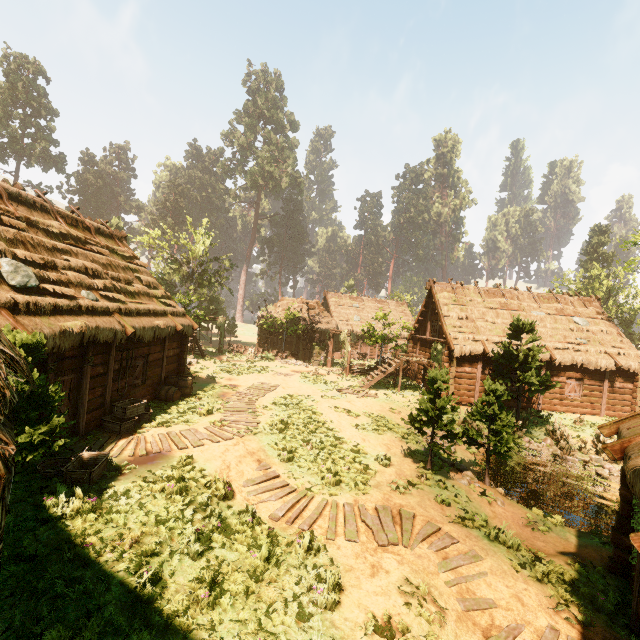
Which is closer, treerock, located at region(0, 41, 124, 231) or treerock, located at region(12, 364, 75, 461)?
treerock, located at region(12, 364, 75, 461)

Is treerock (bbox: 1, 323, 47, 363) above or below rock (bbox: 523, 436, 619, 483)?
above

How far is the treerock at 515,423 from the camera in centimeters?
1096cm

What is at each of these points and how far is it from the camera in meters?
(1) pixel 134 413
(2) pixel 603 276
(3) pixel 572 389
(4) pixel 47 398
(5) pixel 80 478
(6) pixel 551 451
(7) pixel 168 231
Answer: (1) basket, 11.1
(2) treerock, 39.8
(3) bp, 19.9
(4) treerock, 6.4
(5) basket, 7.4
(6) rock, 15.8
(7) treerock, 35.0

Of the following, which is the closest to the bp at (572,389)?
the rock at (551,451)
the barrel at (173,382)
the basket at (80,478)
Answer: the rock at (551,451)

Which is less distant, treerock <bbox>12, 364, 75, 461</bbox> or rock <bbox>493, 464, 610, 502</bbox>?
treerock <bbox>12, 364, 75, 461</bbox>

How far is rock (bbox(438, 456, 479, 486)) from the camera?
10.9m

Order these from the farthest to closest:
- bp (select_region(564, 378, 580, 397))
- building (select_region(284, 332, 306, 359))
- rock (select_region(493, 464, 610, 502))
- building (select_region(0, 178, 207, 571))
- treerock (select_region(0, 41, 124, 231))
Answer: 1. treerock (select_region(0, 41, 124, 231))
2. building (select_region(284, 332, 306, 359))
3. bp (select_region(564, 378, 580, 397))
4. rock (select_region(493, 464, 610, 502))
5. building (select_region(0, 178, 207, 571))
